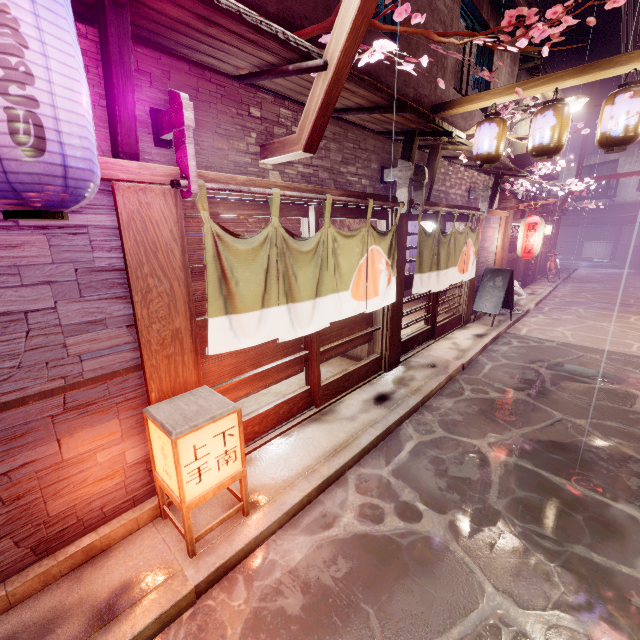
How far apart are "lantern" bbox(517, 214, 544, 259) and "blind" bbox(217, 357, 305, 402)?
14.1m

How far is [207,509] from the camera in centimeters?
545cm

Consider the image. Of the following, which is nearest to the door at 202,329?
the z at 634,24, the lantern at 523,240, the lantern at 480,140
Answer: the lantern at 480,140

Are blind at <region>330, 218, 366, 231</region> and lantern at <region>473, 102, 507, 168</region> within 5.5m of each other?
yes

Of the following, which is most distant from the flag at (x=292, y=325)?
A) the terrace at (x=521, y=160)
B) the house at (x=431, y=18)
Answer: the terrace at (x=521, y=160)

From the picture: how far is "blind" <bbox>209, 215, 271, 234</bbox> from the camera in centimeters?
582cm

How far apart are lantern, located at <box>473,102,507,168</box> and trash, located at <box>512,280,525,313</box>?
9.8 meters

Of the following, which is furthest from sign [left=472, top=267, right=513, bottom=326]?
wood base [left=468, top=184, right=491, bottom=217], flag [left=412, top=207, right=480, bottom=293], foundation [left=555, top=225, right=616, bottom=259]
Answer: wood base [left=468, top=184, right=491, bottom=217]
